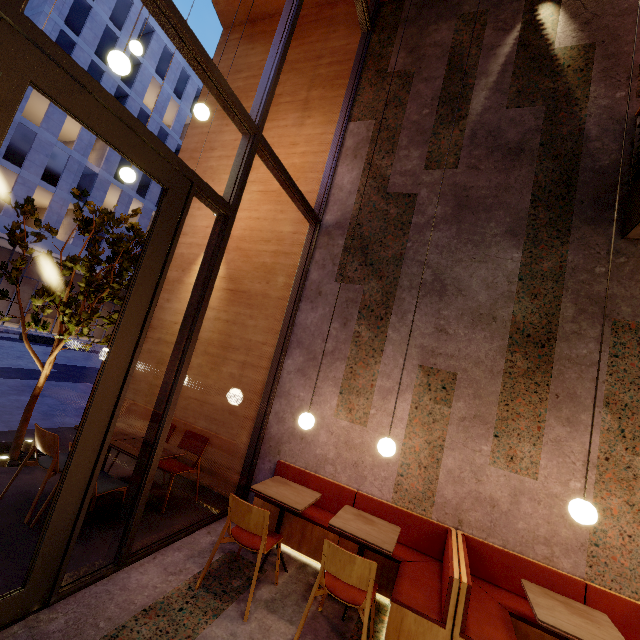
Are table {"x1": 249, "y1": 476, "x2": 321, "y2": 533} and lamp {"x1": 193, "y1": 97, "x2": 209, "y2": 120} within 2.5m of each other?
no

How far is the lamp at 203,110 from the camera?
4.0 meters

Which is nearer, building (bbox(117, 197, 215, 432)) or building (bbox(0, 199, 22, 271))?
building (bbox(117, 197, 215, 432))

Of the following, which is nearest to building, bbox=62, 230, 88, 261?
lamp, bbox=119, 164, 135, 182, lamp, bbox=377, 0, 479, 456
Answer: lamp, bbox=119, 164, 135, 182

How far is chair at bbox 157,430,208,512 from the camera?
4.2 meters

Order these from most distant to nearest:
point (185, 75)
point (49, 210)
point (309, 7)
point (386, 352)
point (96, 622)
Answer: point (185, 75) < point (49, 210) < point (309, 7) < point (386, 352) < point (96, 622)

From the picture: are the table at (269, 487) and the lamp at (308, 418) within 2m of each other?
yes

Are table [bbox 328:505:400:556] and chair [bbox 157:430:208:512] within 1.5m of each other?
no
